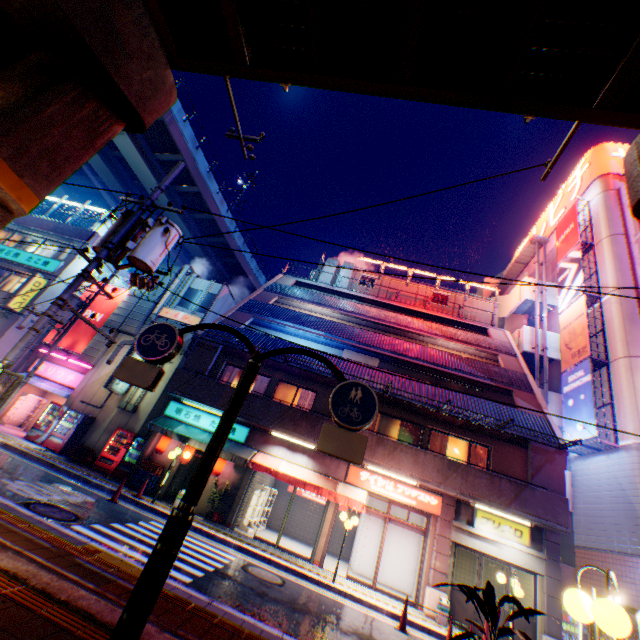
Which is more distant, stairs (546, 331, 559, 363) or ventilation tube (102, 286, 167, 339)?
stairs (546, 331, 559, 363)

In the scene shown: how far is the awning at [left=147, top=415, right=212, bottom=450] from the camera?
14.4 meters

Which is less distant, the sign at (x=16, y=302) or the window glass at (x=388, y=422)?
the window glass at (x=388, y=422)

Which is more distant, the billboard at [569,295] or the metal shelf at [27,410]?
the billboard at [569,295]

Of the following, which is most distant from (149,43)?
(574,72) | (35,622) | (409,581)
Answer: (409,581)

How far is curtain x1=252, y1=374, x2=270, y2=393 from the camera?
16.9 meters

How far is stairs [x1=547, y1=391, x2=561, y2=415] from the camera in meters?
19.9

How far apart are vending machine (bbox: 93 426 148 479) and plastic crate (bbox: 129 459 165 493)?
0.6 meters
